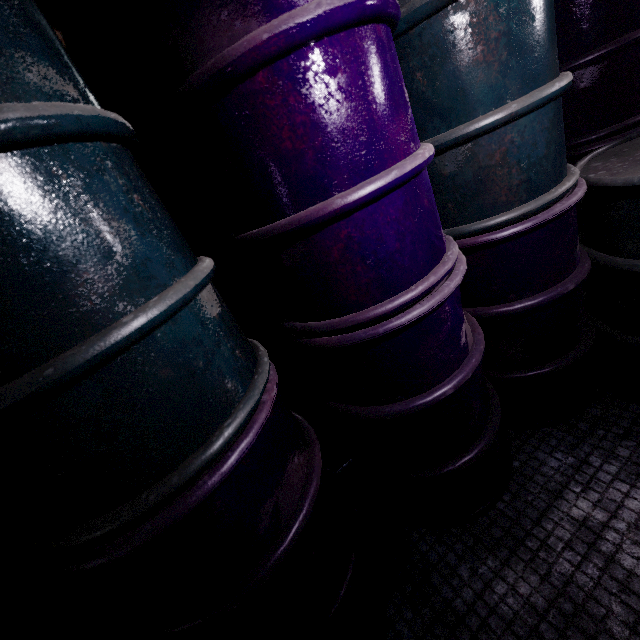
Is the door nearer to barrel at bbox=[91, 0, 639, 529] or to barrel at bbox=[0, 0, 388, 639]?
barrel at bbox=[0, 0, 388, 639]

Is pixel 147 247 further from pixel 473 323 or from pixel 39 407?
pixel 473 323

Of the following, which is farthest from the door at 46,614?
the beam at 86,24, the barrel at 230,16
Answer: the barrel at 230,16

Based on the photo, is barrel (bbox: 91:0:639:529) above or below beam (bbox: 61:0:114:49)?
below

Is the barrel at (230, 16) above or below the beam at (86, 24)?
below

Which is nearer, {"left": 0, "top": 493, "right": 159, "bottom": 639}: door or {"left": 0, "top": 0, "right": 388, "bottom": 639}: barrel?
{"left": 0, "top": 0, "right": 388, "bottom": 639}: barrel

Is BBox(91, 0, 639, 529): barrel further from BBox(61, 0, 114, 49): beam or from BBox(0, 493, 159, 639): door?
BBox(0, 493, 159, 639): door
